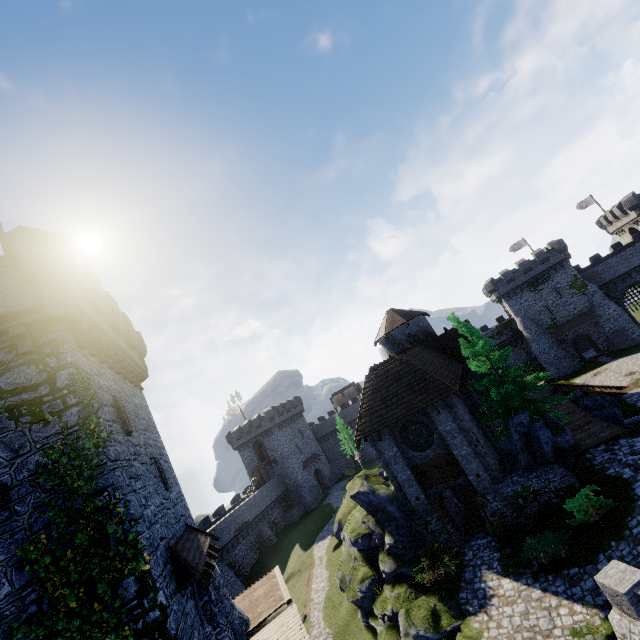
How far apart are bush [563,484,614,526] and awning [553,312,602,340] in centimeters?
3870cm

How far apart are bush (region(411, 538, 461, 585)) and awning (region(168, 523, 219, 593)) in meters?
9.7

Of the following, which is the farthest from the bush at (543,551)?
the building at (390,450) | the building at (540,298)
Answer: the building at (540,298)

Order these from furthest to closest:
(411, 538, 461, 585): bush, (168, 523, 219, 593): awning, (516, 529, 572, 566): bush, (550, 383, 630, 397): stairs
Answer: (550, 383, 630, 397): stairs < (411, 538, 461, 585): bush < (516, 529, 572, 566): bush < (168, 523, 219, 593): awning

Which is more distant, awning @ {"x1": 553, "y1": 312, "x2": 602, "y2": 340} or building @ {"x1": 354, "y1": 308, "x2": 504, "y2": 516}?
awning @ {"x1": 553, "y1": 312, "x2": 602, "y2": 340}

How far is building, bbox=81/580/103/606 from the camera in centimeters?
822cm

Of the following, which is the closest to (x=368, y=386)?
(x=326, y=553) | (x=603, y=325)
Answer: (x=326, y=553)

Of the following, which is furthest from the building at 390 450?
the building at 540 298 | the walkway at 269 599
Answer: the building at 540 298
